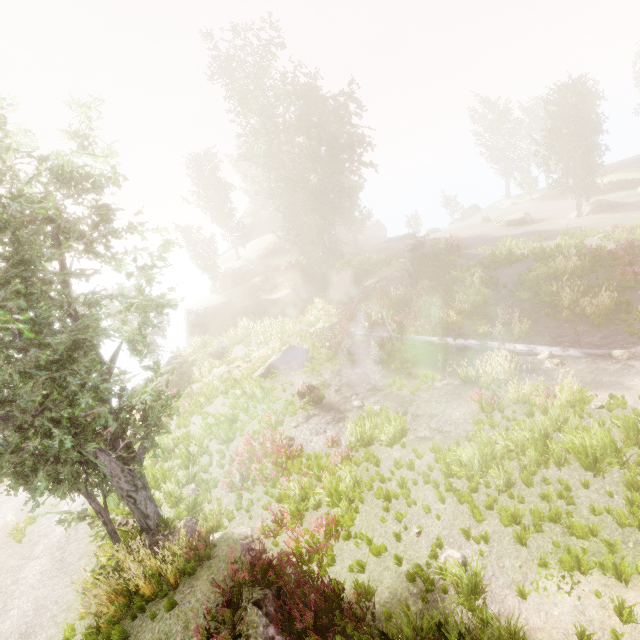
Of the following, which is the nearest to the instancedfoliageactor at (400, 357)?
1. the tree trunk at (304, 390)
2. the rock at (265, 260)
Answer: the rock at (265, 260)

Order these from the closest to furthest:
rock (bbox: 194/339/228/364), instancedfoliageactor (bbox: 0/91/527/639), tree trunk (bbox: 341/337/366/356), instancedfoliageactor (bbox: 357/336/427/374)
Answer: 1. instancedfoliageactor (bbox: 0/91/527/639)
2. instancedfoliageactor (bbox: 357/336/427/374)
3. tree trunk (bbox: 341/337/366/356)
4. rock (bbox: 194/339/228/364)

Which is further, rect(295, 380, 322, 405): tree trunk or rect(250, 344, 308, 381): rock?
rect(250, 344, 308, 381): rock

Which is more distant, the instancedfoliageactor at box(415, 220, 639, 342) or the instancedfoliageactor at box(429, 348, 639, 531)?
the instancedfoliageactor at box(415, 220, 639, 342)

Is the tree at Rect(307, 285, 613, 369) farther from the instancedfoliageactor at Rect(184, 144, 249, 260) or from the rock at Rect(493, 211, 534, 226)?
the rock at Rect(493, 211, 534, 226)

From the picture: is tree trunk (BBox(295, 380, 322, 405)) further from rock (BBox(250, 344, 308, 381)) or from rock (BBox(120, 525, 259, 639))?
rock (BBox(120, 525, 259, 639))

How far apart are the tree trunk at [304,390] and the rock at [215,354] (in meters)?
10.43

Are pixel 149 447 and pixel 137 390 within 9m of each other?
yes
